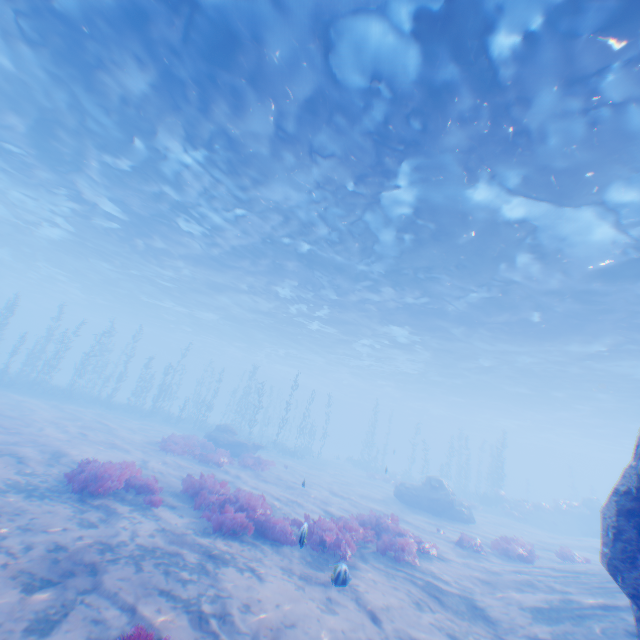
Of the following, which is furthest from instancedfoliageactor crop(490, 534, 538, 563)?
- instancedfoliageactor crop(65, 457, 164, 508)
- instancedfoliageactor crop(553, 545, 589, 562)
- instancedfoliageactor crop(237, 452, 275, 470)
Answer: instancedfoliageactor crop(65, 457, 164, 508)

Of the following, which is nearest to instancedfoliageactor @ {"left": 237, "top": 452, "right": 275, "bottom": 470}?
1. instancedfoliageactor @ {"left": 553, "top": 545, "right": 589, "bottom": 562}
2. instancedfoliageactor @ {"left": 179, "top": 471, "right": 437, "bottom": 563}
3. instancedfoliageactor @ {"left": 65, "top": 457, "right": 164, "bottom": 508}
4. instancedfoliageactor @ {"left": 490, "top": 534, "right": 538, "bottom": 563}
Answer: instancedfoliageactor @ {"left": 179, "top": 471, "right": 437, "bottom": 563}

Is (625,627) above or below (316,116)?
below

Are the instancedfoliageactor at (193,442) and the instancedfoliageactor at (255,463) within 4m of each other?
yes

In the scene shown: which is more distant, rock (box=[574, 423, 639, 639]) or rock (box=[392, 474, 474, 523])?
rock (box=[392, 474, 474, 523])

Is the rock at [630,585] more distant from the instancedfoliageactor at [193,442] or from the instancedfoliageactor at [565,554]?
the instancedfoliageactor at [193,442]

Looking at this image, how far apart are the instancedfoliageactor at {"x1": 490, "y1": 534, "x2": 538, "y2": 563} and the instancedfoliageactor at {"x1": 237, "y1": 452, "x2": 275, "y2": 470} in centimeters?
1175cm

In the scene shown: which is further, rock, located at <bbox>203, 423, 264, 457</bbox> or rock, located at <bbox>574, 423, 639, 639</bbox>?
rock, located at <bbox>203, 423, 264, 457</bbox>
